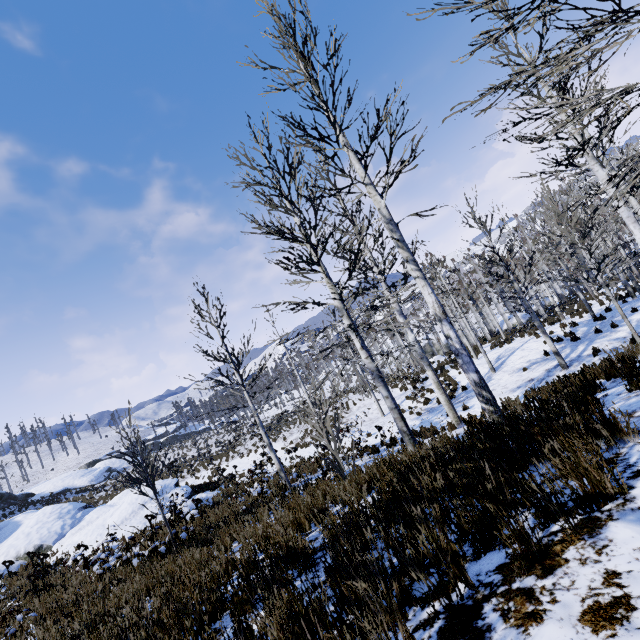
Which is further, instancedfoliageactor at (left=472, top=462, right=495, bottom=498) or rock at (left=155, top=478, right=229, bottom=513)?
rock at (left=155, top=478, right=229, bottom=513)

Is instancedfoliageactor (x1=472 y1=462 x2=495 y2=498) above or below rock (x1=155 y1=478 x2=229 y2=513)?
above

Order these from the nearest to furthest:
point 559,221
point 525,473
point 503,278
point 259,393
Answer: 1. point 525,473
2. point 259,393
3. point 503,278
4. point 559,221

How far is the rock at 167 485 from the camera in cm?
1499

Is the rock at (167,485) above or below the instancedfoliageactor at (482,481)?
below

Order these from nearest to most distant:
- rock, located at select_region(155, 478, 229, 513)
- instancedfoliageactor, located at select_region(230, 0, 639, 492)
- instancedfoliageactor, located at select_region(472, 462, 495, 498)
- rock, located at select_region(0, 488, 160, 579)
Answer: instancedfoliageactor, located at select_region(472, 462, 495, 498), instancedfoliageactor, located at select_region(230, 0, 639, 492), rock, located at select_region(0, 488, 160, 579), rock, located at select_region(155, 478, 229, 513)
